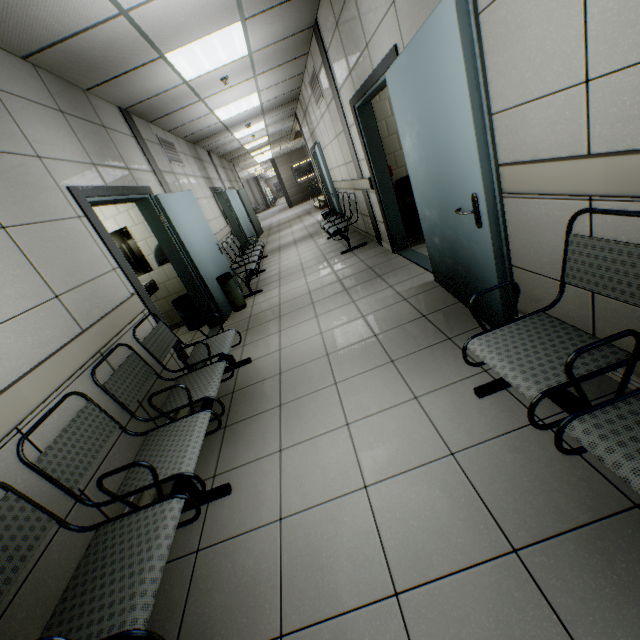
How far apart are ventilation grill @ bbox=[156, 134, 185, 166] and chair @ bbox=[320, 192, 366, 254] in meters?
3.1

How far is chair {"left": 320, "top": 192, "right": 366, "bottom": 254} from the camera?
6.1m

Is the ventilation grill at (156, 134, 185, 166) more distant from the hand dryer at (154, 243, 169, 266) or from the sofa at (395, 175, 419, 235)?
the sofa at (395, 175, 419, 235)

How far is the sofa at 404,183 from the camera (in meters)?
4.70

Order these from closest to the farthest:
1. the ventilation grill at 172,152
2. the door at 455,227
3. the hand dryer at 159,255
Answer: the door at 455,227
the hand dryer at 159,255
the ventilation grill at 172,152

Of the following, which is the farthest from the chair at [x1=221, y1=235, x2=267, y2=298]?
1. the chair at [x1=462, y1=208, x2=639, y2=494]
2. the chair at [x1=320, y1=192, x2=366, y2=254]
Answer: the chair at [x1=462, y1=208, x2=639, y2=494]

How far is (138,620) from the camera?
1.1m

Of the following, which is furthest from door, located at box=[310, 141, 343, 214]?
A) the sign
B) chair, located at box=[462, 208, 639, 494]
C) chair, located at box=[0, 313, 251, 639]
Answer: the sign
